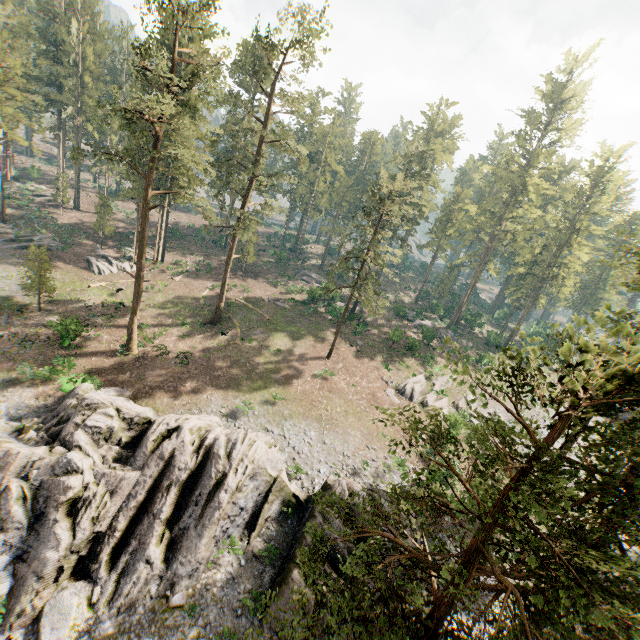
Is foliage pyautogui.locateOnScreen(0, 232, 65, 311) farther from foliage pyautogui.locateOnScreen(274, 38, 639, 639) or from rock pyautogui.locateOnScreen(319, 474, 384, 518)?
rock pyautogui.locateOnScreen(319, 474, 384, 518)

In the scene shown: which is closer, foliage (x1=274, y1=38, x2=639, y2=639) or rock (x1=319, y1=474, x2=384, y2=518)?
foliage (x1=274, y1=38, x2=639, y2=639)

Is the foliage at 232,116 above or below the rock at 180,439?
above

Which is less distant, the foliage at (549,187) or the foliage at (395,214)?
the foliage at (549,187)

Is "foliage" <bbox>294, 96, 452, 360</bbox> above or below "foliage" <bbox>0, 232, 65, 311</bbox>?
above

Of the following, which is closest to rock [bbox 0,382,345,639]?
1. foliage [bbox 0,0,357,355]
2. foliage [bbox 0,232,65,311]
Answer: foliage [bbox 0,0,357,355]

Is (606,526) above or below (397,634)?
above
